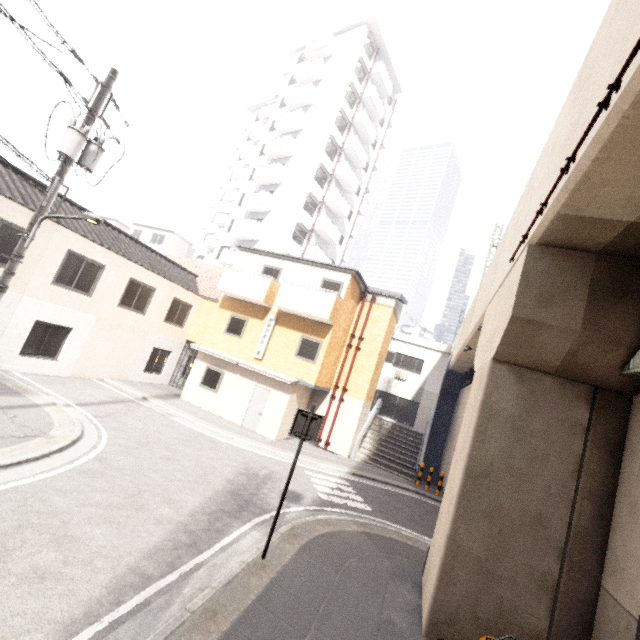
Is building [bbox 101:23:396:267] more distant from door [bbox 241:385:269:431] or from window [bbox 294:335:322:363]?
door [bbox 241:385:269:431]

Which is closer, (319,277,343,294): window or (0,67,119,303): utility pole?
(0,67,119,303): utility pole

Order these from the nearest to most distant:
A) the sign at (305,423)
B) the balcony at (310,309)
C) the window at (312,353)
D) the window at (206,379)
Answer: the sign at (305,423)
the balcony at (310,309)
the window at (312,353)
the window at (206,379)

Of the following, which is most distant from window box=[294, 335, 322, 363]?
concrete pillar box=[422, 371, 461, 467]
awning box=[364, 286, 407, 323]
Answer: concrete pillar box=[422, 371, 461, 467]

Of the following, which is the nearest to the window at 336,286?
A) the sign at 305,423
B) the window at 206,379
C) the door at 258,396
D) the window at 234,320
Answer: the window at 234,320

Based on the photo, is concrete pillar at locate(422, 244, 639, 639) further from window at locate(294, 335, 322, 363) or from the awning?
the awning

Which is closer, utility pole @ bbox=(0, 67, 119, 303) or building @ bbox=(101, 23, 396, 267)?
utility pole @ bbox=(0, 67, 119, 303)

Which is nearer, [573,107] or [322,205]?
[573,107]
